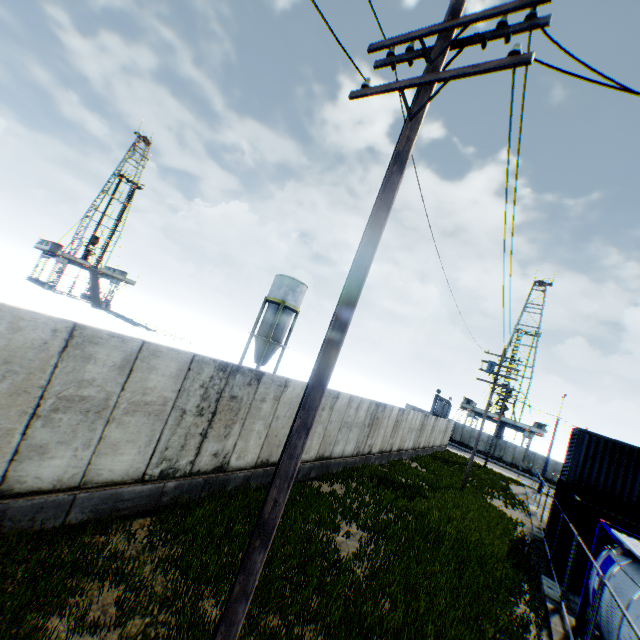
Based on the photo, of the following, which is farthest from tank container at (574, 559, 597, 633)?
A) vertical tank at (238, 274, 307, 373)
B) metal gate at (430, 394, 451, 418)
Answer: metal gate at (430, 394, 451, 418)

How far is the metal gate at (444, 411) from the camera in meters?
43.9 m

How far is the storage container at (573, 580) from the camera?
11.8 meters

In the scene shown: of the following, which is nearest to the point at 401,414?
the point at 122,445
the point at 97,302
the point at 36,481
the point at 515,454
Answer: the point at 122,445

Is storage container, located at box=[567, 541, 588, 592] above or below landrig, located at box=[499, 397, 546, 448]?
below

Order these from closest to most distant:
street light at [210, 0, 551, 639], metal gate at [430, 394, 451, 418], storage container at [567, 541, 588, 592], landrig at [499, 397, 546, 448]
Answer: street light at [210, 0, 551, 639] → storage container at [567, 541, 588, 592] → metal gate at [430, 394, 451, 418] → landrig at [499, 397, 546, 448]

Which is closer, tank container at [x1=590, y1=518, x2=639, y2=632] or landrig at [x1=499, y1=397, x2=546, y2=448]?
tank container at [x1=590, y1=518, x2=639, y2=632]

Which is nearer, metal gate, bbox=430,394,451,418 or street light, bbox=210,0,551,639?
street light, bbox=210,0,551,639
